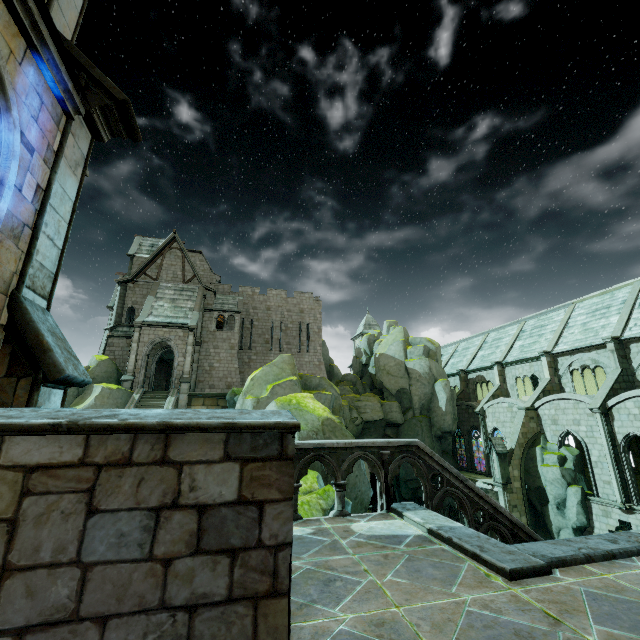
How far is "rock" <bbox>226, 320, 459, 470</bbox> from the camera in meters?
16.0 m

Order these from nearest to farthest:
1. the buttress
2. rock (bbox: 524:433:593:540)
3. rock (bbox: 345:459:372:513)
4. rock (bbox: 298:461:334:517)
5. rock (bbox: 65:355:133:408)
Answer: rock (bbox: 298:461:334:517), rock (bbox: 345:459:372:513), rock (bbox: 65:355:133:408), rock (bbox: 524:433:593:540), the buttress

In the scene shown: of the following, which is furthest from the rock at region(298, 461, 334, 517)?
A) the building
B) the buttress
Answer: the buttress

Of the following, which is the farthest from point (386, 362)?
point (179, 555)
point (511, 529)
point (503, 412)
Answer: point (179, 555)

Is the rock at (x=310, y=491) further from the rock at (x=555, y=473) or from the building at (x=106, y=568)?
the rock at (x=555, y=473)

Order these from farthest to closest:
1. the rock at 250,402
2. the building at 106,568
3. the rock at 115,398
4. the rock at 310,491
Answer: the rock at 115,398, the rock at 250,402, the rock at 310,491, the building at 106,568

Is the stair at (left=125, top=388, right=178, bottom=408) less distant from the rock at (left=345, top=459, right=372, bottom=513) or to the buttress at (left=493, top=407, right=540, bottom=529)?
the rock at (left=345, top=459, right=372, bottom=513)
